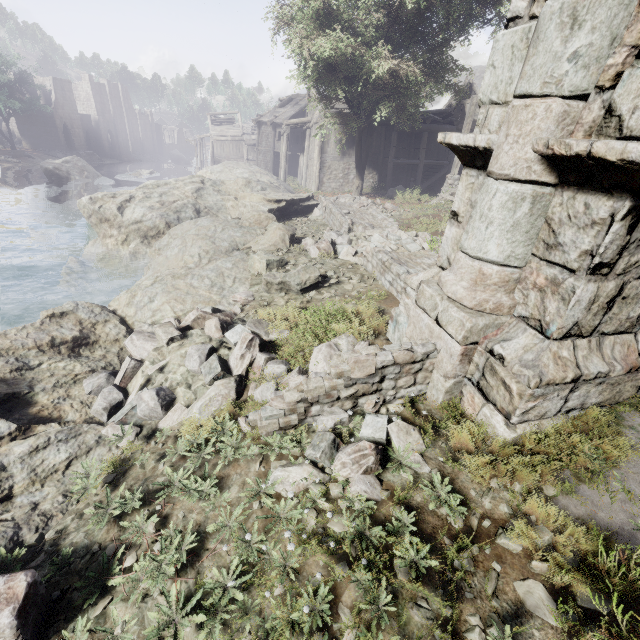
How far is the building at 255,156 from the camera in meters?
24.6

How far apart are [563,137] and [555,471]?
2.9 meters

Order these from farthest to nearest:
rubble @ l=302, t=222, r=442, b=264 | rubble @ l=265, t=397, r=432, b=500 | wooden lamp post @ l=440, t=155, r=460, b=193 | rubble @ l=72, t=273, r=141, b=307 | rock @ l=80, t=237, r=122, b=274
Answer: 1. wooden lamp post @ l=440, t=155, r=460, b=193
2. rock @ l=80, t=237, r=122, b=274
3. rubble @ l=72, t=273, r=141, b=307
4. rubble @ l=302, t=222, r=442, b=264
5. rubble @ l=265, t=397, r=432, b=500

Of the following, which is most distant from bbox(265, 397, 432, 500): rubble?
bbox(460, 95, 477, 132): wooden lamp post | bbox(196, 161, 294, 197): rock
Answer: bbox(460, 95, 477, 132): wooden lamp post

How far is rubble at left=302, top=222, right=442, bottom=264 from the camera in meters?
8.0

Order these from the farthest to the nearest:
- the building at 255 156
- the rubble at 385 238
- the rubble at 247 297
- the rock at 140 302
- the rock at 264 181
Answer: the building at 255 156 → the rock at 264 181 → the rubble at 385 238 → the rubble at 247 297 → the rock at 140 302

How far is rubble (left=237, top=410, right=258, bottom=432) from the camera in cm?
383

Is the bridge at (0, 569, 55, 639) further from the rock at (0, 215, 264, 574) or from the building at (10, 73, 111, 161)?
the building at (10, 73, 111, 161)
